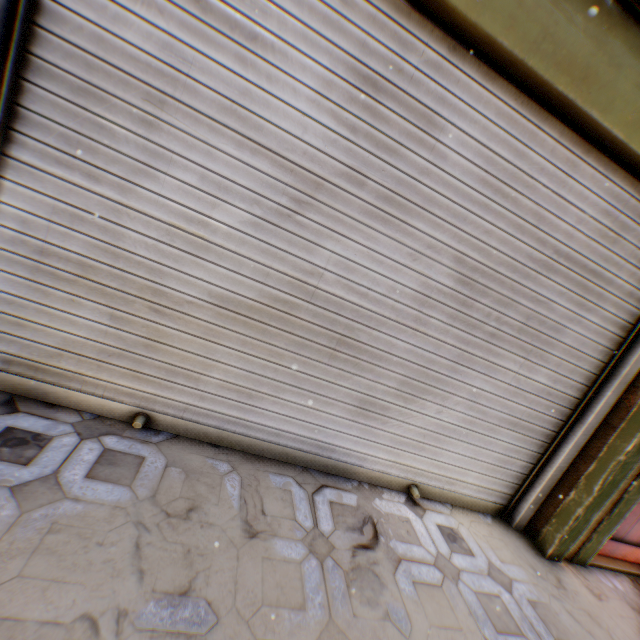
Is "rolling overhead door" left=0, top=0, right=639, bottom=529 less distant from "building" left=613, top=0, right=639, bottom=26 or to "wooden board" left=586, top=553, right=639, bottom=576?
"building" left=613, top=0, right=639, bottom=26

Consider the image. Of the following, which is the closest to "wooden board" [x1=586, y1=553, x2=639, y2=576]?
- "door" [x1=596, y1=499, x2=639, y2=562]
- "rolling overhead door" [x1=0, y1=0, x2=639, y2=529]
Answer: "door" [x1=596, y1=499, x2=639, y2=562]

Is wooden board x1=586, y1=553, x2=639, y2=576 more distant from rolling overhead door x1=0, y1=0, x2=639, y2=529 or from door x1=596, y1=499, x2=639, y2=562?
rolling overhead door x1=0, y1=0, x2=639, y2=529

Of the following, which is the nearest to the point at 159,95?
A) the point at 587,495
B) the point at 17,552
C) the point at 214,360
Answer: the point at 214,360

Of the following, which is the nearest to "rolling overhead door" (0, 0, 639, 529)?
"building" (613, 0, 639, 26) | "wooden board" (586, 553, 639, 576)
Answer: "building" (613, 0, 639, 26)

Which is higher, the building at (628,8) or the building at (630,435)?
the building at (628,8)

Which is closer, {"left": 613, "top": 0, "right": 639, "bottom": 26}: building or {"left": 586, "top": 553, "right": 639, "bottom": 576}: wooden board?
{"left": 613, "top": 0, "right": 639, "bottom": 26}: building

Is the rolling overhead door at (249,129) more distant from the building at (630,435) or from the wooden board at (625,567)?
the wooden board at (625,567)
